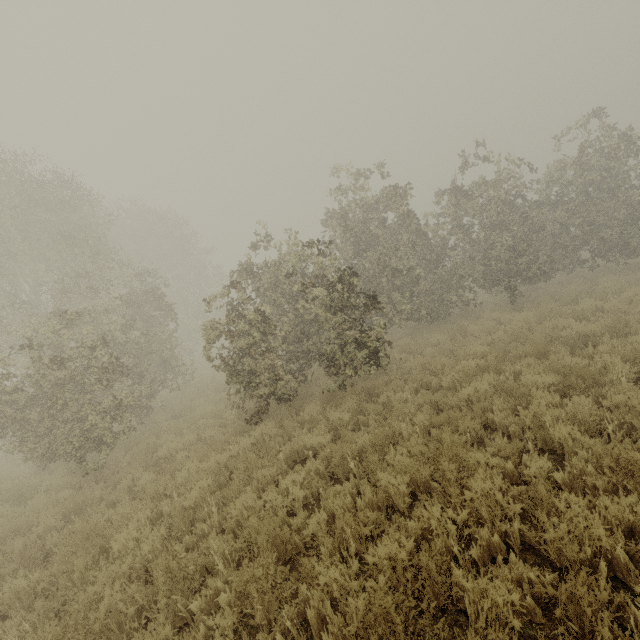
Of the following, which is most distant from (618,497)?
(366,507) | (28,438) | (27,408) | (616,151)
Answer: (616,151)
